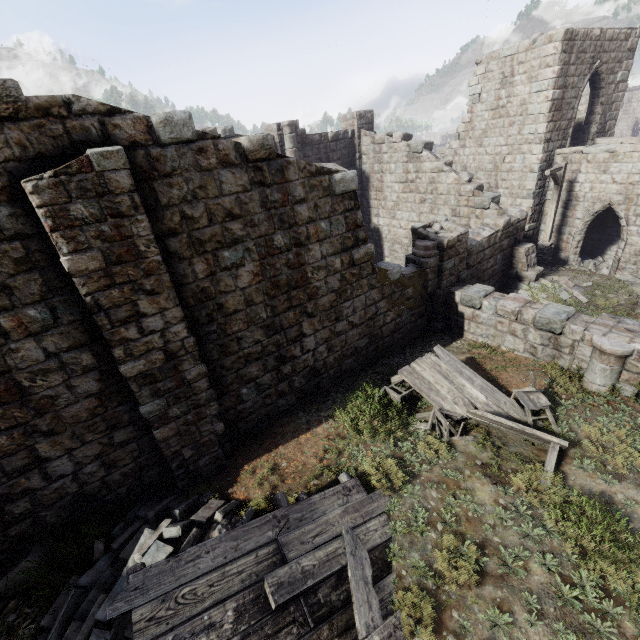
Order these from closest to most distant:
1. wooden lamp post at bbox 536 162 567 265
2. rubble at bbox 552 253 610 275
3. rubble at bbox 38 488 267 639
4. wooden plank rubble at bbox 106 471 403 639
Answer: wooden plank rubble at bbox 106 471 403 639 < rubble at bbox 38 488 267 639 < wooden lamp post at bbox 536 162 567 265 < rubble at bbox 552 253 610 275

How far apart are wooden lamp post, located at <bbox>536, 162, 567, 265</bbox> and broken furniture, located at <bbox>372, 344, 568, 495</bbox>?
10.9m

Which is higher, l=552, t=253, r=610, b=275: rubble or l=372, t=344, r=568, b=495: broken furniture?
l=372, t=344, r=568, b=495: broken furniture

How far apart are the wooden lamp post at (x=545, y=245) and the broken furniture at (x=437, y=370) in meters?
10.9

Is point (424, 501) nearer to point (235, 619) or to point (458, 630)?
point (458, 630)

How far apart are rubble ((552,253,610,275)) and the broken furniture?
11.97m

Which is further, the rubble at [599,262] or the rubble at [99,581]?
the rubble at [599,262]

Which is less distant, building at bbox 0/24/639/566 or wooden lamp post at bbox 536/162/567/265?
building at bbox 0/24/639/566
